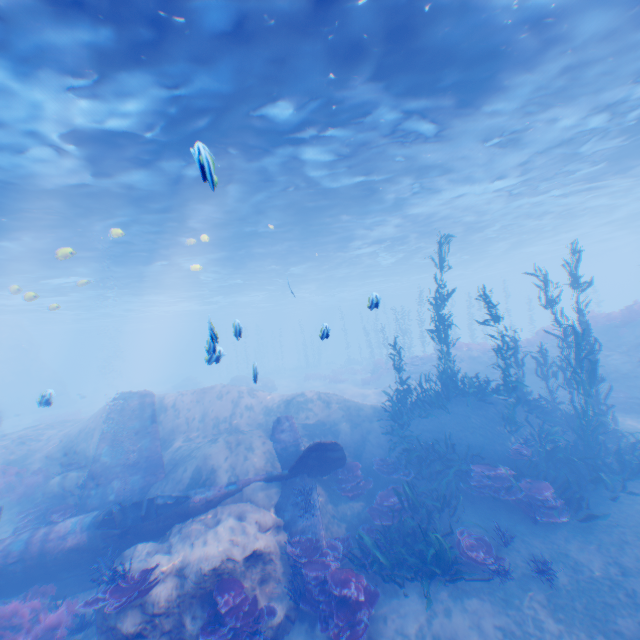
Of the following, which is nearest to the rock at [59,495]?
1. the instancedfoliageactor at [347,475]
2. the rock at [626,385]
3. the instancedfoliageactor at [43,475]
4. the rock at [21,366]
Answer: the instancedfoliageactor at [43,475]

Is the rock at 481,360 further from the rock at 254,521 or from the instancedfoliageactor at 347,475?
the instancedfoliageactor at 347,475

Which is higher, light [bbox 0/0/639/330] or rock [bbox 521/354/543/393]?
light [bbox 0/0/639/330]

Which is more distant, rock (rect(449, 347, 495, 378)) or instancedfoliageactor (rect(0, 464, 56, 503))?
rock (rect(449, 347, 495, 378))

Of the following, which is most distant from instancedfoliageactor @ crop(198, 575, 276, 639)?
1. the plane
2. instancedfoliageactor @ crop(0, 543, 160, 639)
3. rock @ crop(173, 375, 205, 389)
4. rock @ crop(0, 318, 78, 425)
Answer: rock @ crop(173, 375, 205, 389)

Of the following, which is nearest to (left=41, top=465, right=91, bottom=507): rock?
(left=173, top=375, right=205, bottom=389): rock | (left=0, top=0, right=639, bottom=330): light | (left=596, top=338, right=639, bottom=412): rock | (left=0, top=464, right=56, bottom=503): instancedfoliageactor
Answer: (left=0, top=464, right=56, bottom=503): instancedfoliageactor

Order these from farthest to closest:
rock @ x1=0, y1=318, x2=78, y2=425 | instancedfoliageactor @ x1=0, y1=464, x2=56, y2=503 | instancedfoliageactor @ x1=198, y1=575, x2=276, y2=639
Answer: rock @ x1=0, y1=318, x2=78, y2=425, instancedfoliageactor @ x1=0, y1=464, x2=56, y2=503, instancedfoliageactor @ x1=198, y1=575, x2=276, y2=639

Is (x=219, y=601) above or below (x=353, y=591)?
above
